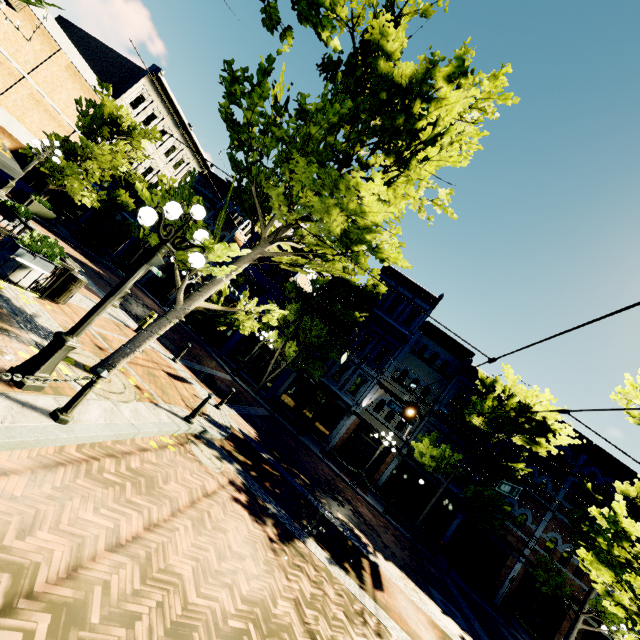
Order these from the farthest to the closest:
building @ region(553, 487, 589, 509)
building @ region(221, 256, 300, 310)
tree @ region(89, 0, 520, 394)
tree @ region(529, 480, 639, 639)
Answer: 1. building @ region(221, 256, 300, 310)
2. building @ region(553, 487, 589, 509)
3. tree @ region(529, 480, 639, 639)
4. tree @ region(89, 0, 520, 394)

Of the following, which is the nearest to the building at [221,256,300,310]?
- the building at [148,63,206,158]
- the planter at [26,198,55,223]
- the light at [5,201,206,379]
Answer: the building at [148,63,206,158]

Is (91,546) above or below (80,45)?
below

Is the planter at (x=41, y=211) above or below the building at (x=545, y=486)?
below

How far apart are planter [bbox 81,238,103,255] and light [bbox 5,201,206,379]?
19.1m

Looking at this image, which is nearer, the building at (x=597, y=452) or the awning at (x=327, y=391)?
the building at (x=597, y=452)

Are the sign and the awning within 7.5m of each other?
no

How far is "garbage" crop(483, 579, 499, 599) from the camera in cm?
1895
